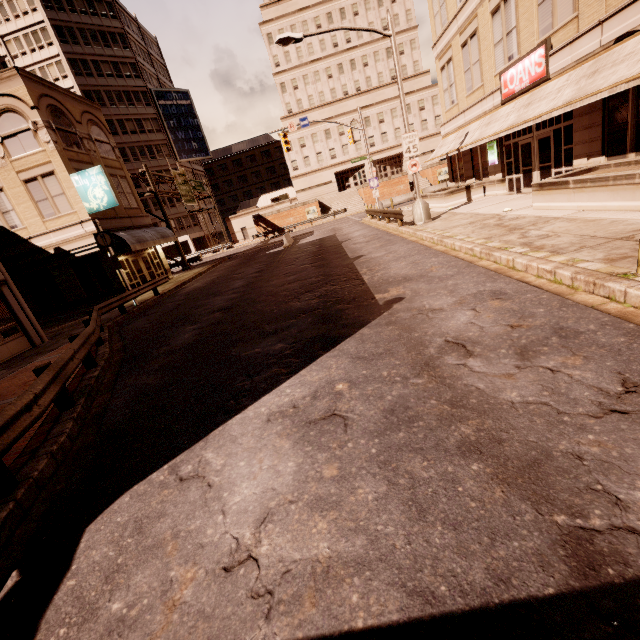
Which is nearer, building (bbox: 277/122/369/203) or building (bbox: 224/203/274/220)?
building (bbox: 277/122/369/203)

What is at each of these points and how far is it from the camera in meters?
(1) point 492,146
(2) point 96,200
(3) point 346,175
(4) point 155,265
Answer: (1) sign, 18.5 m
(2) sign, 19.5 m
(3) building, 59.1 m
(4) building, 26.2 m

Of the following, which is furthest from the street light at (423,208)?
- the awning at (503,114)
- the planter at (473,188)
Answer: the planter at (473,188)

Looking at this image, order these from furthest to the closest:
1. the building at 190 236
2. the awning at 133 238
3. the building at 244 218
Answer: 1. the building at 244 218
2. the building at 190 236
3. the awning at 133 238

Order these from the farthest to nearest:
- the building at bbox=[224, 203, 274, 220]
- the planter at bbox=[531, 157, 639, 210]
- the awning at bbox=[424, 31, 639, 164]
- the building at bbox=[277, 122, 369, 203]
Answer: the building at bbox=[224, 203, 274, 220]
the building at bbox=[277, 122, 369, 203]
the awning at bbox=[424, 31, 639, 164]
the planter at bbox=[531, 157, 639, 210]

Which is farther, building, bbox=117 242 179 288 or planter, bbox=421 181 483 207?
building, bbox=117 242 179 288

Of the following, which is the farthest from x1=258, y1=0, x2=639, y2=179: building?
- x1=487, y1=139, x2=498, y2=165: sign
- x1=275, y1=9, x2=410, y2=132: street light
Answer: x1=275, y1=9, x2=410, y2=132: street light

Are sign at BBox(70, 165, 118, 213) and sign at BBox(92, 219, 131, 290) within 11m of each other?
yes
